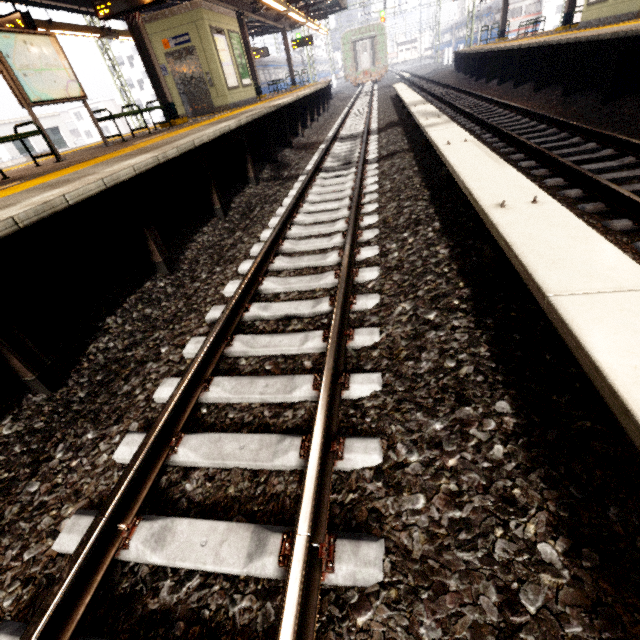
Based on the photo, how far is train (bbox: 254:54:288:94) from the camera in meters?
28.1 m

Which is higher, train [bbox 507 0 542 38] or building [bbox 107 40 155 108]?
building [bbox 107 40 155 108]

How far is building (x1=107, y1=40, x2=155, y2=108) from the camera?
49.1 meters

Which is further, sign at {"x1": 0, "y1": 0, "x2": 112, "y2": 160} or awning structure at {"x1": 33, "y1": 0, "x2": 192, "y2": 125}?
awning structure at {"x1": 33, "y1": 0, "x2": 192, "y2": 125}

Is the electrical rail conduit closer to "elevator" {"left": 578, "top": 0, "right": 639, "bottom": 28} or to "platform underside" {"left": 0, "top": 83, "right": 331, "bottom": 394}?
"platform underside" {"left": 0, "top": 83, "right": 331, "bottom": 394}

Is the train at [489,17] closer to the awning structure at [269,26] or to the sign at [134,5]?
the awning structure at [269,26]

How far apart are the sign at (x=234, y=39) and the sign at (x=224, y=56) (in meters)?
0.31

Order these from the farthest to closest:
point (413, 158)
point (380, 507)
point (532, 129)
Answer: point (532, 129)
point (413, 158)
point (380, 507)
